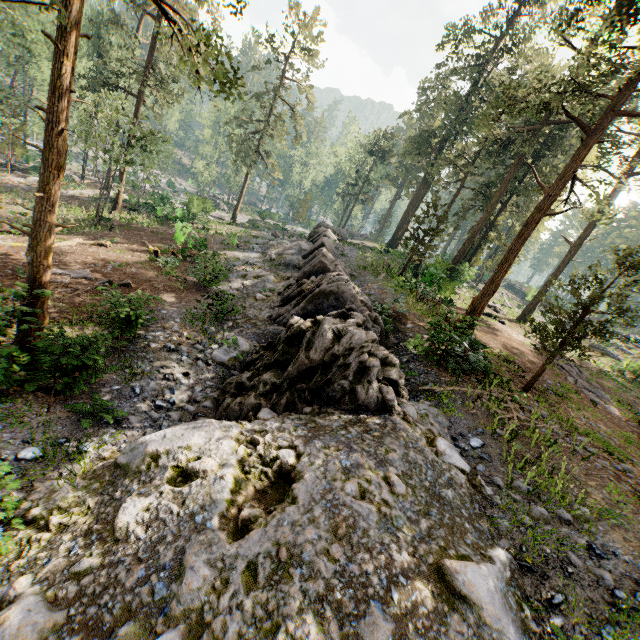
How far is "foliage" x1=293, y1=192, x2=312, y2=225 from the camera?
51.7m

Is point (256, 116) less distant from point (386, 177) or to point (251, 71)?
point (251, 71)

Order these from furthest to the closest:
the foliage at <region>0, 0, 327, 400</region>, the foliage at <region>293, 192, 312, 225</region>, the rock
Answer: the foliage at <region>293, 192, 312, 225</region>, the foliage at <region>0, 0, 327, 400</region>, the rock

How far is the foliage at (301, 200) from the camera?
51.7 meters

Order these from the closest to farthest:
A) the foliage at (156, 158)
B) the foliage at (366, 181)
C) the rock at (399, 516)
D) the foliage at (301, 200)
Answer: the rock at (399, 516)
the foliage at (156, 158)
the foliage at (366, 181)
the foliage at (301, 200)

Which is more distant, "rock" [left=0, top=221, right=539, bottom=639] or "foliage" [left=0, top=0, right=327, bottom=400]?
"foliage" [left=0, top=0, right=327, bottom=400]
